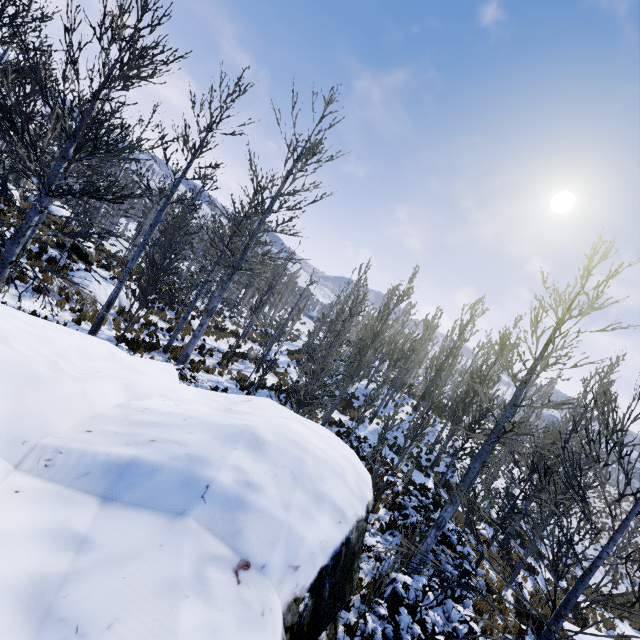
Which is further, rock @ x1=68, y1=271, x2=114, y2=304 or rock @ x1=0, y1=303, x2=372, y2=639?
rock @ x1=68, y1=271, x2=114, y2=304

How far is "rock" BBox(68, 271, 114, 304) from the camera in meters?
13.4

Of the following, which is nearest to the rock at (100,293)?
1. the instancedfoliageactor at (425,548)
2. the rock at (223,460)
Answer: the instancedfoliageactor at (425,548)

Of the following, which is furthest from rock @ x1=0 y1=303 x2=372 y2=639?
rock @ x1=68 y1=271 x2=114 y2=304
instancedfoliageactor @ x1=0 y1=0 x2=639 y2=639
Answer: rock @ x1=68 y1=271 x2=114 y2=304

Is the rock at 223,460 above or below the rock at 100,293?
above

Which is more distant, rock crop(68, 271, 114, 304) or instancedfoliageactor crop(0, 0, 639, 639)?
rock crop(68, 271, 114, 304)

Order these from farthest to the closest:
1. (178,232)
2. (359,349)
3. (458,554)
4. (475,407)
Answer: (475,407), (359,349), (178,232), (458,554)

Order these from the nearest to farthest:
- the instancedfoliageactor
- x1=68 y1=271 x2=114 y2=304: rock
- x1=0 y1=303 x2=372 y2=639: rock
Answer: x1=0 y1=303 x2=372 y2=639: rock, the instancedfoliageactor, x1=68 y1=271 x2=114 y2=304: rock
